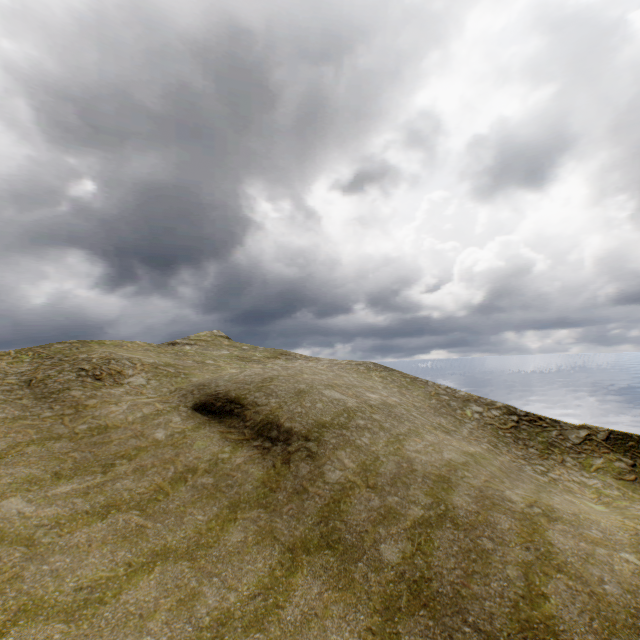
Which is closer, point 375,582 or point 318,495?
point 375,582
